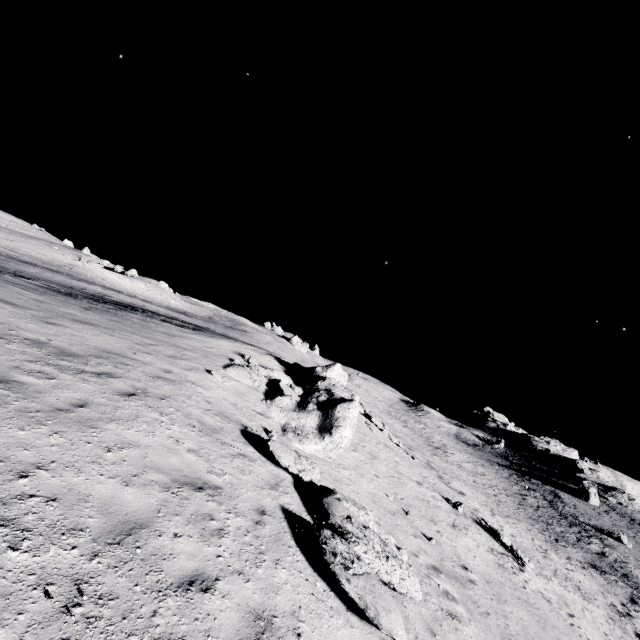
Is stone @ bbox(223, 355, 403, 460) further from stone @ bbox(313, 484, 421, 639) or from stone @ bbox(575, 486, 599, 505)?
stone @ bbox(575, 486, 599, 505)

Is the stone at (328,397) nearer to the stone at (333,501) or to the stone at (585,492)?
the stone at (333,501)

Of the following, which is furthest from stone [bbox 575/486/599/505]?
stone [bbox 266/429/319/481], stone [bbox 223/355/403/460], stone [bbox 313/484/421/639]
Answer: stone [bbox 266/429/319/481]

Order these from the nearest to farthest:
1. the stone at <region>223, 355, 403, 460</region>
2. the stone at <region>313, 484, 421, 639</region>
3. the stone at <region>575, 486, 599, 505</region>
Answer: the stone at <region>313, 484, 421, 639</region>
the stone at <region>223, 355, 403, 460</region>
the stone at <region>575, 486, 599, 505</region>

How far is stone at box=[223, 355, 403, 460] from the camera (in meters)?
12.38

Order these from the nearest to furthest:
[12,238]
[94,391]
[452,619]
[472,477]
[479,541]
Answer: [94,391] → [452,619] → [479,541] → [12,238] → [472,477]

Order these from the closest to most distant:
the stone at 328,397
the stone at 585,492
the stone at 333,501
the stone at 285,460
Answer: the stone at 333,501 < the stone at 285,460 < the stone at 328,397 < the stone at 585,492

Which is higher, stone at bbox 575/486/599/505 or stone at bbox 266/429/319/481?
stone at bbox 575/486/599/505
